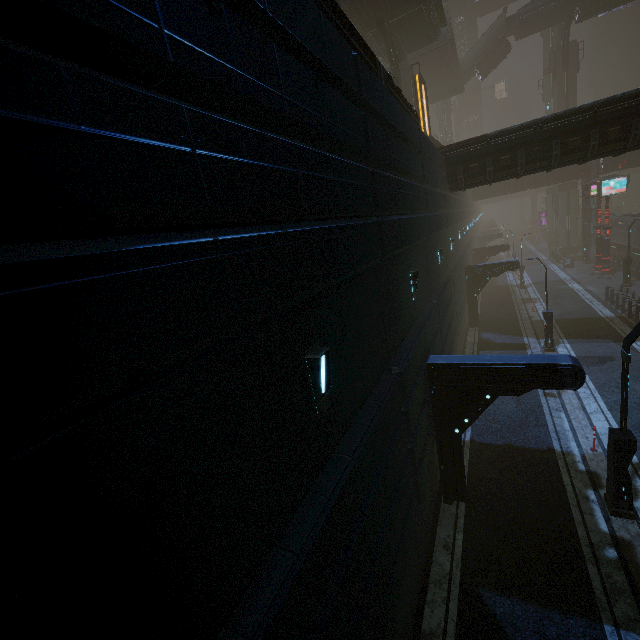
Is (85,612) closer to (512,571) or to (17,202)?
(17,202)

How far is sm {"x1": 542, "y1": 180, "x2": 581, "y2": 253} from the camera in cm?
4531

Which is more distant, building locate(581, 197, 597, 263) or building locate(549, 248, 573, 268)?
building locate(549, 248, 573, 268)

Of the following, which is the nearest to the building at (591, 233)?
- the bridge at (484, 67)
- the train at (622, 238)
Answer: the train at (622, 238)

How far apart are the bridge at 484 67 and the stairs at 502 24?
0.0m

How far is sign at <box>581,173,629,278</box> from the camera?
29.4 meters

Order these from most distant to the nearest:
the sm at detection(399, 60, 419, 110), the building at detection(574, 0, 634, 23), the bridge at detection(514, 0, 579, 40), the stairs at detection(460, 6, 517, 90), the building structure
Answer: the stairs at detection(460, 6, 517, 90) → the bridge at detection(514, 0, 579, 40) → the building at detection(574, 0, 634, 23) → the sm at detection(399, 60, 419, 110) → the building structure
